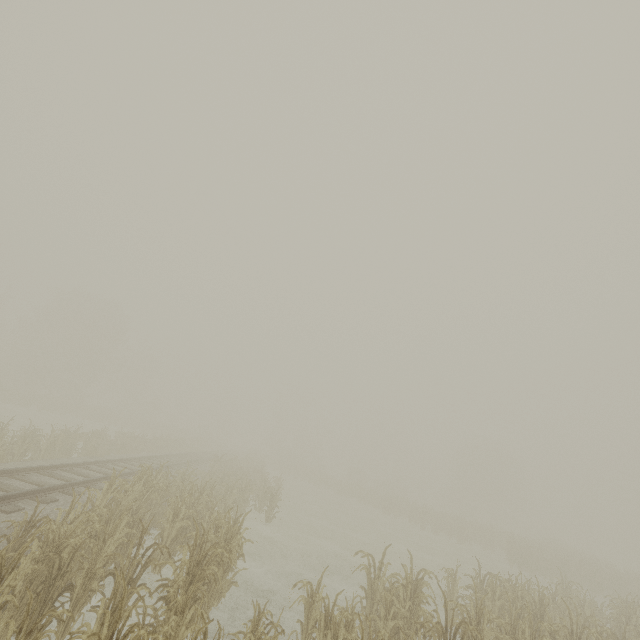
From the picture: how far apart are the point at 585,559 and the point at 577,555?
0.6m
